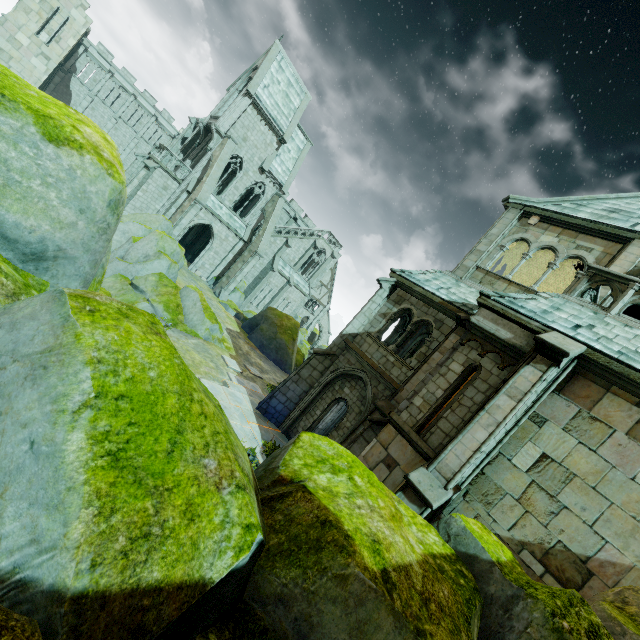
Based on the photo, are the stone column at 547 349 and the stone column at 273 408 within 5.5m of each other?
no

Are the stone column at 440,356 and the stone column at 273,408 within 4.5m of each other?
yes

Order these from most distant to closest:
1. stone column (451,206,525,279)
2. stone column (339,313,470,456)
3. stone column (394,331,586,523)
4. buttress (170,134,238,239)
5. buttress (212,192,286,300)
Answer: buttress (212,192,286,300) → buttress (170,134,238,239) → stone column (451,206,525,279) → stone column (339,313,470,456) → stone column (394,331,586,523)

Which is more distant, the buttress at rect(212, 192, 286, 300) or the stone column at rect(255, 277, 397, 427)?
the buttress at rect(212, 192, 286, 300)

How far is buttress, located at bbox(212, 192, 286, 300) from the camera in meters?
30.2

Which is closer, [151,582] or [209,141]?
[151,582]

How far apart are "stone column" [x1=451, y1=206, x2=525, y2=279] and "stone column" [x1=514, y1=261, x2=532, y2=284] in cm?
331

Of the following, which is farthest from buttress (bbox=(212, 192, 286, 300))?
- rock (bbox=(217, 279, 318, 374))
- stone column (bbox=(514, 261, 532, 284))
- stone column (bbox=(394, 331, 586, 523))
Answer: stone column (bbox=(394, 331, 586, 523))
